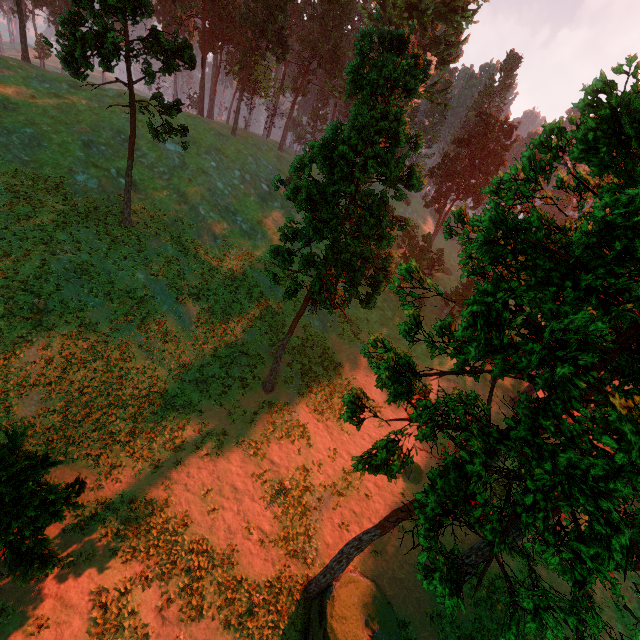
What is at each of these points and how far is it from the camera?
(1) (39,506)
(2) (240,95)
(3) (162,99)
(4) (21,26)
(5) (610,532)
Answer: (1) treerock, 12.1m
(2) treerock, 48.6m
(3) treerock, 24.7m
(4) treerock, 37.8m
(5) treerock, 5.1m

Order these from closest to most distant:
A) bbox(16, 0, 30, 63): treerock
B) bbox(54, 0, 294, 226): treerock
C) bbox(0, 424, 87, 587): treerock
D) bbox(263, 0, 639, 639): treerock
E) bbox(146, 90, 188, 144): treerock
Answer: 1. bbox(263, 0, 639, 639): treerock
2. bbox(0, 424, 87, 587): treerock
3. bbox(54, 0, 294, 226): treerock
4. bbox(146, 90, 188, 144): treerock
5. bbox(16, 0, 30, 63): treerock

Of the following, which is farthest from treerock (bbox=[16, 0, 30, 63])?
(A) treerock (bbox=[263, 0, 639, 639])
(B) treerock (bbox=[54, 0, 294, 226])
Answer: (B) treerock (bbox=[54, 0, 294, 226])

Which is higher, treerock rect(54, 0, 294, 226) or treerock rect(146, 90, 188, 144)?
treerock rect(54, 0, 294, 226)

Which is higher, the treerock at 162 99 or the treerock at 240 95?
the treerock at 240 95

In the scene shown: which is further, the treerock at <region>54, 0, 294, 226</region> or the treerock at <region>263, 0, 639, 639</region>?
the treerock at <region>54, 0, 294, 226</region>

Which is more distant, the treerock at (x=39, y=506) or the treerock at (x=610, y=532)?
the treerock at (x=39, y=506)

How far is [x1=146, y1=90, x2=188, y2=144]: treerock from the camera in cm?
2484
